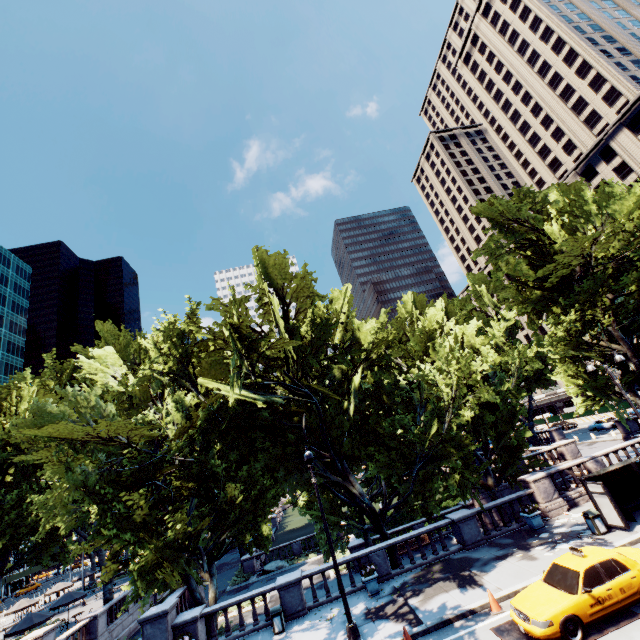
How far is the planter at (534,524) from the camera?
17.7 meters

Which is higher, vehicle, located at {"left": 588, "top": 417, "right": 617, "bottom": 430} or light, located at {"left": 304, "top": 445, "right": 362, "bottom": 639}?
vehicle, located at {"left": 588, "top": 417, "right": 617, "bottom": 430}

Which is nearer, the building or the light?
the light

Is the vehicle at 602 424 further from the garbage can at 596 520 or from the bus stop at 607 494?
the garbage can at 596 520

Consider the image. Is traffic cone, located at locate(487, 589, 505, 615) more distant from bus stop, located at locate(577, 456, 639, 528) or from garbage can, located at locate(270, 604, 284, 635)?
garbage can, located at locate(270, 604, 284, 635)

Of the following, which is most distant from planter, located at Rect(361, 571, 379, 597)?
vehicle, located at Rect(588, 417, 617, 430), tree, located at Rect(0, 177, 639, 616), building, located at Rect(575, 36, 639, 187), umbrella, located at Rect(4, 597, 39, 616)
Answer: building, located at Rect(575, 36, 639, 187)

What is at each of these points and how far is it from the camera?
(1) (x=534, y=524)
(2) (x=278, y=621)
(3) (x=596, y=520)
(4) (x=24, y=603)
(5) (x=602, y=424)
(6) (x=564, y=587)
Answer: (1) planter, 17.70m
(2) garbage can, 15.48m
(3) garbage can, 15.11m
(4) umbrella, 33.06m
(5) vehicle, 42.19m
(6) vehicle, 10.40m

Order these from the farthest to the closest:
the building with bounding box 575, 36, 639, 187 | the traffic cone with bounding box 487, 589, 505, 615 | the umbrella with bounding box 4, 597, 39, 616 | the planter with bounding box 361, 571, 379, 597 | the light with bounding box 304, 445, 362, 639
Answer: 1. the building with bounding box 575, 36, 639, 187
2. the umbrella with bounding box 4, 597, 39, 616
3. the planter with bounding box 361, 571, 379, 597
4. the light with bounding box 304, 445, 362, 639
5. the traffic cone with bounding box 487, 589, 505, 615
